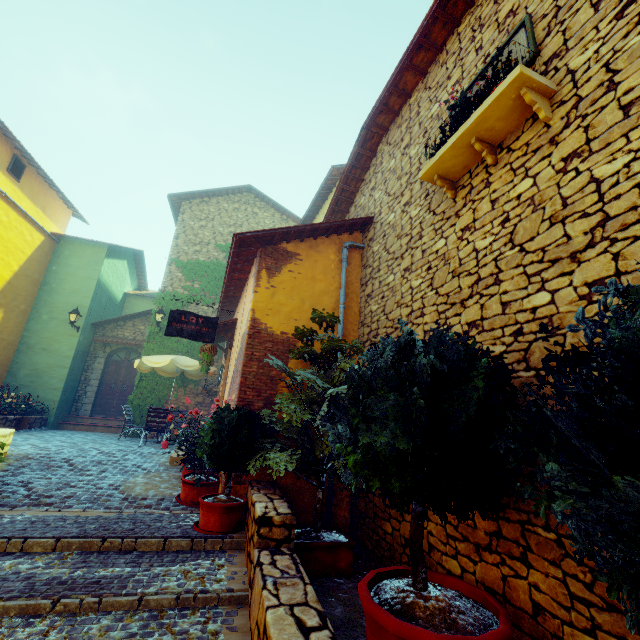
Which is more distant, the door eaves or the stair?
the door eaves

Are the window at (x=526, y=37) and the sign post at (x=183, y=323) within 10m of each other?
yes

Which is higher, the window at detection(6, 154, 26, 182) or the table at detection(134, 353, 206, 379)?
the window at detection(6, 154, 26, 182)

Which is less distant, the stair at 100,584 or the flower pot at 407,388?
the flower pot at 407,388

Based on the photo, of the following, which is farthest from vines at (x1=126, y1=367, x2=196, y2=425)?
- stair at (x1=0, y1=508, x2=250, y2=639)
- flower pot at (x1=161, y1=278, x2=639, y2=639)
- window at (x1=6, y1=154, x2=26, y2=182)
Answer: flower pot at (x1=161, y1=278, x2=639, y2=639)

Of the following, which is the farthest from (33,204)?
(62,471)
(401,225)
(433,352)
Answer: (433,352)

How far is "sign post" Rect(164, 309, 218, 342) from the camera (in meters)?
6.44

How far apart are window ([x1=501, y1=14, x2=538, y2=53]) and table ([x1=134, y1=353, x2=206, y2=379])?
9.05m
